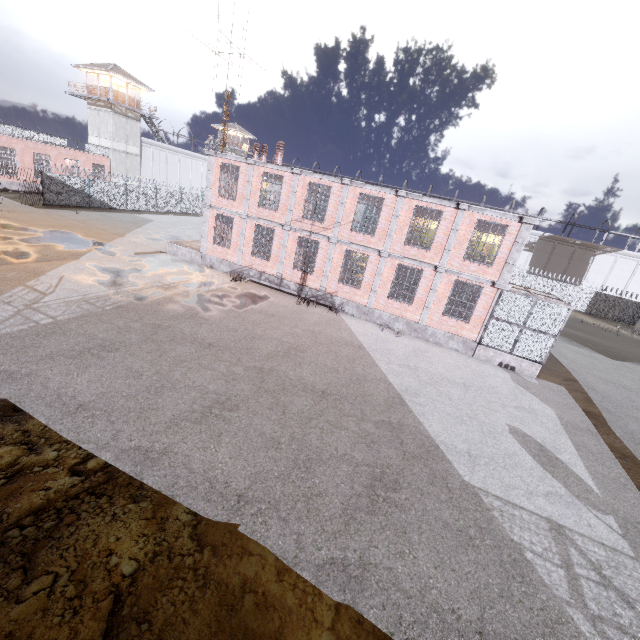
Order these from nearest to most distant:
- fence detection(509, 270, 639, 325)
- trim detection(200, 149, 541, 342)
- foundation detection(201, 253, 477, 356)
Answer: trim detection(200, 149, 541, 342) < foundation detection(201, 253, 477, 356) < fence detection(509, 270, 639, 325)

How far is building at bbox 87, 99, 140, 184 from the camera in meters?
38.5

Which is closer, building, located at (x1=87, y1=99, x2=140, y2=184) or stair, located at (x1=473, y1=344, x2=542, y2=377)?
stair, located at (x1=473, y1=344, x2=542, y2=377)

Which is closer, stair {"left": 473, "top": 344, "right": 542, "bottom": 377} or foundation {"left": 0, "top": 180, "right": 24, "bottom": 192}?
stair {"left": 473, "top": 344, "right": 542, "bottom": 377}

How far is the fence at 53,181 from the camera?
29.1 meters

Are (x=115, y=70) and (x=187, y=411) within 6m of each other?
no

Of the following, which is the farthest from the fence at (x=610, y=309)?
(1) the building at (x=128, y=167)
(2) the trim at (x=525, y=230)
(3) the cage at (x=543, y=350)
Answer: (2) the trim at (x=525, y=230)

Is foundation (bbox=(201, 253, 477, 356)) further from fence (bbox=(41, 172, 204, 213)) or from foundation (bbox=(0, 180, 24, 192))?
foundation (bbox=(0, 180, 24, 192))
